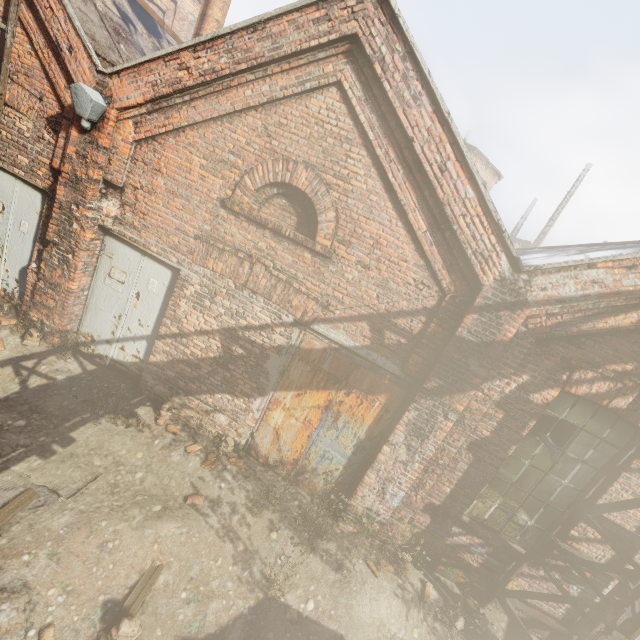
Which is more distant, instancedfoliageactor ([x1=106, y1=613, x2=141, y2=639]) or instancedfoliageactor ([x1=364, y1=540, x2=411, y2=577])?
instancedfoliageactor ([x1=364, y1=540, x2=411, y2=577])

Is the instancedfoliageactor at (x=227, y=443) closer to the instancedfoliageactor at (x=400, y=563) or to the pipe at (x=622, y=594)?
the instancedfoliageactor at (x=400, y=563)

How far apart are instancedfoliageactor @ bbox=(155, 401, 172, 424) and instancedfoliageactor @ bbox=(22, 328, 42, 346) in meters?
2.2

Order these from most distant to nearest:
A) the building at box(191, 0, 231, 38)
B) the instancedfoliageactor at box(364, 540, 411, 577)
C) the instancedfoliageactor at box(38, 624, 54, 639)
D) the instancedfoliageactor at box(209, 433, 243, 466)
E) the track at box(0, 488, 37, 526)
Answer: the building at box(191, 0, 231, 38) → the instancedfoliageactor at box(209, 433, 243, 466) → the instancedfoliageactor at box(364, 540, 411, 577) → the track at box(0, 488, 37, 526) → the instancedfoliageactor at box(38, 624, 54, 639)

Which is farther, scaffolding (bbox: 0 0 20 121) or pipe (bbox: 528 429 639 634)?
Result: scaffolding (bbox: 0 0 20 121)

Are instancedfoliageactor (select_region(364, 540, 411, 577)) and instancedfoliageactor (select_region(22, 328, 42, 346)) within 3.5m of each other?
no

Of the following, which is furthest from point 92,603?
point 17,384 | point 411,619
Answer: point 411,619

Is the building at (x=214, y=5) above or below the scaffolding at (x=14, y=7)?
above
